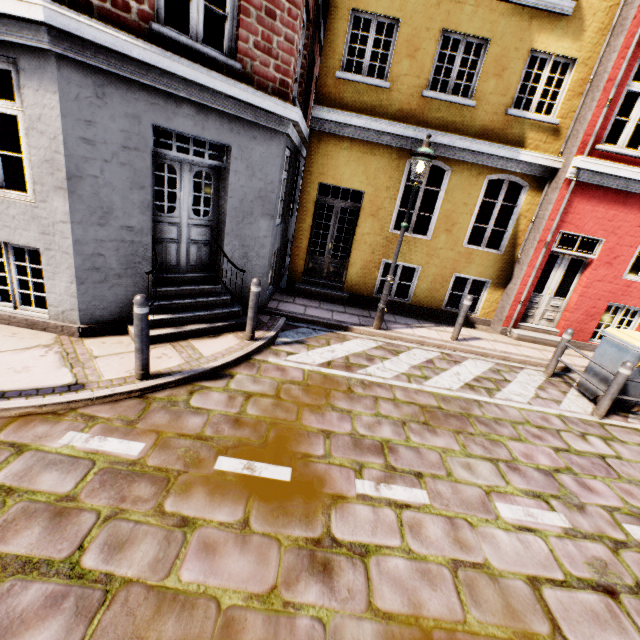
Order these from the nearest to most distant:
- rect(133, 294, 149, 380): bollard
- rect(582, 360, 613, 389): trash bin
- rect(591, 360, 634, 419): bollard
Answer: rect(133, 294, 149, 380): bollard
rect(591, 360, 634, 419): bollard
rect(582, 360, 613, 389): trash bin

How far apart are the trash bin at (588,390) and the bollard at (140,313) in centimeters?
755cm

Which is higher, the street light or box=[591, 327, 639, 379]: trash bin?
the street light

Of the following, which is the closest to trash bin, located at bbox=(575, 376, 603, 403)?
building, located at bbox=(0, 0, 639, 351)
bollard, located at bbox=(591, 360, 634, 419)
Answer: bollard, located at bbox=(591, 360, 634, 419)

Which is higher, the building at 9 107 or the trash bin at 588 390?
the building at 9 107

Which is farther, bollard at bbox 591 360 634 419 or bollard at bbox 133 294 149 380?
bollard at bbox 591 360 634 419

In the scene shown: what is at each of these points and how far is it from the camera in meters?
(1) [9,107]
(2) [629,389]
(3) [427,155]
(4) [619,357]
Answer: (1) building, 3.8 m
(2) trash bin, 5.7 m
(3) street light, 5.9 m
(4) trash bin, 5.7 m

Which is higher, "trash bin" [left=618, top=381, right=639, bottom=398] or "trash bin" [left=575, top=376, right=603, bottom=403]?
"trash bin" [left=618, top=381, right=639, bottom=398]
